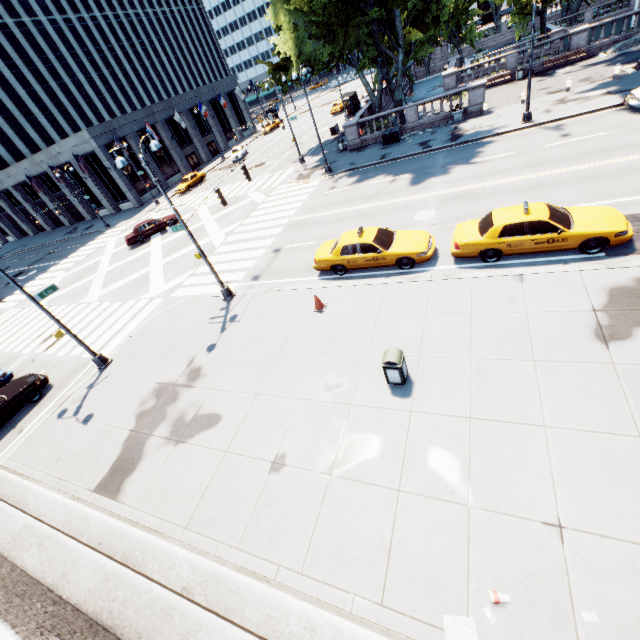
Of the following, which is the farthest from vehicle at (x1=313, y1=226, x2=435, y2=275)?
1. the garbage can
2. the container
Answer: the container

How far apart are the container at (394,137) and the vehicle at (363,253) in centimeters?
1694cm

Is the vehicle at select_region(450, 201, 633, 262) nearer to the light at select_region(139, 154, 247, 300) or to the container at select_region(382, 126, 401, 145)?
the light at select_region(139, 154, 247, 300)

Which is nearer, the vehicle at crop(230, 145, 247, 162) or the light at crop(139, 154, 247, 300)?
the light at crop(139, 154, 247, 300)

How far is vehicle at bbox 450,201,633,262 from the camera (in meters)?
10.24

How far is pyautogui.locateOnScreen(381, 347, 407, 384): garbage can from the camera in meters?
8.5

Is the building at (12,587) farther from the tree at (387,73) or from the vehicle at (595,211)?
the vehicle at (595,211)

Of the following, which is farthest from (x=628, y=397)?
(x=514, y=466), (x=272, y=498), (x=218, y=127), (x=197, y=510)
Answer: (x=218, y=127)
